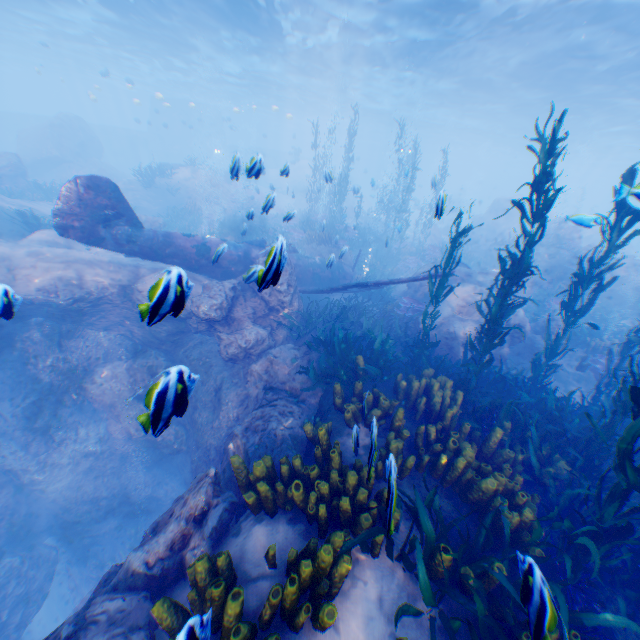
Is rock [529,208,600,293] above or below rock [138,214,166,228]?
above

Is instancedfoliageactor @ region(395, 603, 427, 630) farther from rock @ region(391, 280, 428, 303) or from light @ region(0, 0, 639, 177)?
light @ region(0, 0, 639, 177)

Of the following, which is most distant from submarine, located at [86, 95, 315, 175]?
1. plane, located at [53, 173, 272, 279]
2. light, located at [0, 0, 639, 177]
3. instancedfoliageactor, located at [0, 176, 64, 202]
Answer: plane, located at [53, 173, 272, 279]

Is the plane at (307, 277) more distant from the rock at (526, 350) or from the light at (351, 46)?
the light at (351, 46)

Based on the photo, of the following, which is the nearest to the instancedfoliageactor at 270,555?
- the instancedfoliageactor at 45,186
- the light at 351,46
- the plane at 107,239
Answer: the plane at 107,239

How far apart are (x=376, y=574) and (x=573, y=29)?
23.56m

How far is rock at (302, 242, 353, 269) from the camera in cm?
1018
